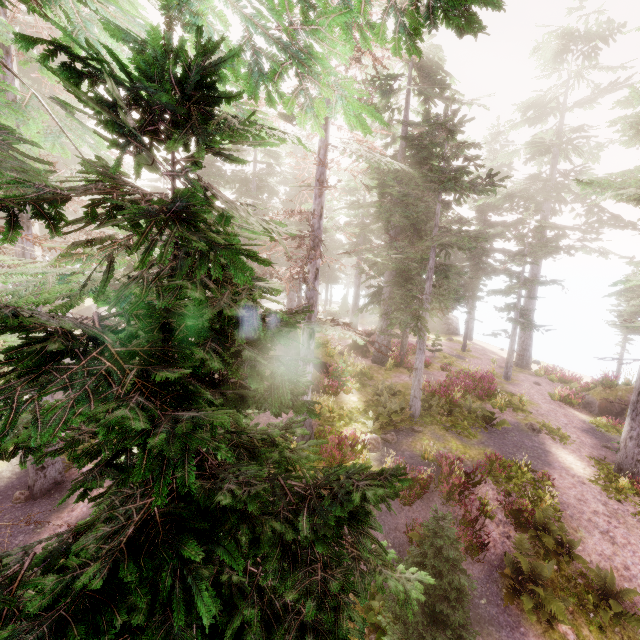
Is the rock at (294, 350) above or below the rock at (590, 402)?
above

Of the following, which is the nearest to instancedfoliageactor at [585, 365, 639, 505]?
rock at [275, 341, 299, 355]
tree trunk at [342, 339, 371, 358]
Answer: rock at [275, 341, 299, 355]

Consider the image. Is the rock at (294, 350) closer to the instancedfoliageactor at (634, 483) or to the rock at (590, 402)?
the instancedfoliageactor at (634, 483)

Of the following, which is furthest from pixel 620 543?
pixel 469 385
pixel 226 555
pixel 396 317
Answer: pixel 226 555

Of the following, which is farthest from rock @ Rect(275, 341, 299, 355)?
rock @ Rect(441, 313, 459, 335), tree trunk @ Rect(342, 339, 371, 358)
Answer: rock @ Rect(441, 313, 459, 335)

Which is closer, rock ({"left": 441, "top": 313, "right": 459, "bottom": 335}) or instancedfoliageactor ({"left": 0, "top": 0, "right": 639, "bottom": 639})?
instancedfoliageactor ({"left": 0, "top": 0, "right": 639, "bottom": 639})

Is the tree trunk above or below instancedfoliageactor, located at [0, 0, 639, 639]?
below

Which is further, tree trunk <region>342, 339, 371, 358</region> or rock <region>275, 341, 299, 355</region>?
tree trunk <region>342, 339, 371, 358</region>
